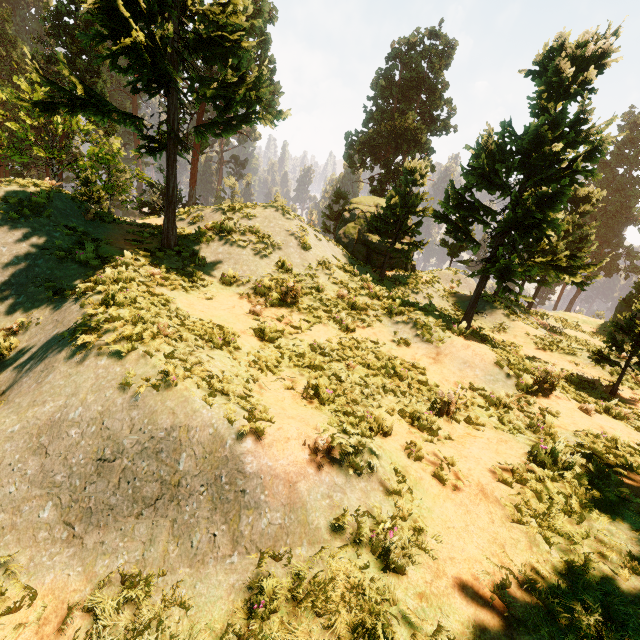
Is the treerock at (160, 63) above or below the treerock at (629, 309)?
above

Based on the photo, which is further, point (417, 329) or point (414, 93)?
point (414, 93)

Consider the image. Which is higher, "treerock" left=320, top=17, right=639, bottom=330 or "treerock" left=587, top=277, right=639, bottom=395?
"treerock" left=320, top=17, right=639, bottom=330

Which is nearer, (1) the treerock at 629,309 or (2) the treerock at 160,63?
(2) the treerock at 160,63

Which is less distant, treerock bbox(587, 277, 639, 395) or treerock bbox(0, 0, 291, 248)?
treerock bbox(0, 0, 291, 248)
